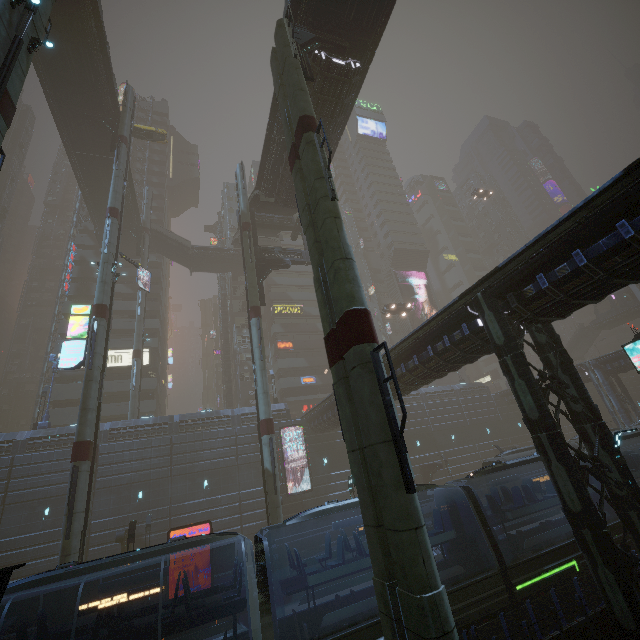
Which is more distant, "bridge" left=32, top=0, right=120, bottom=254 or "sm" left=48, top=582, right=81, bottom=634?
"bridge" left=32, top=0, right=120, bottom=254

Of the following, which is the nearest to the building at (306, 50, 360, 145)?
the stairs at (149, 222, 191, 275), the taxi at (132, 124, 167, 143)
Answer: the stairs at (149, 222, 191, 275)

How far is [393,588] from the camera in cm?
740

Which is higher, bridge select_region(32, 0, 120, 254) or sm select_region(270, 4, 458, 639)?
bridge select_region(32, 0, 120, 254)

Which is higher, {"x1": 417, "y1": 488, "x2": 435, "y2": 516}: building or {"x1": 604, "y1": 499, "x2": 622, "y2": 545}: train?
{"x1": 604, "y1": 499, "x2": 622, "y2": 545}: train

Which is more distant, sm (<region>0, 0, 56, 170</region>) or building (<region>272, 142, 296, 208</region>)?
building (<region>272, 142, 296, 208</region>)

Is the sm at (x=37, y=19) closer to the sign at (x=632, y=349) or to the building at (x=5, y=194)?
the building at (x=5, y=194)

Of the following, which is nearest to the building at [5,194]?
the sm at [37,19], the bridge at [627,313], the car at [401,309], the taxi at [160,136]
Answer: the sm at [37,19]
